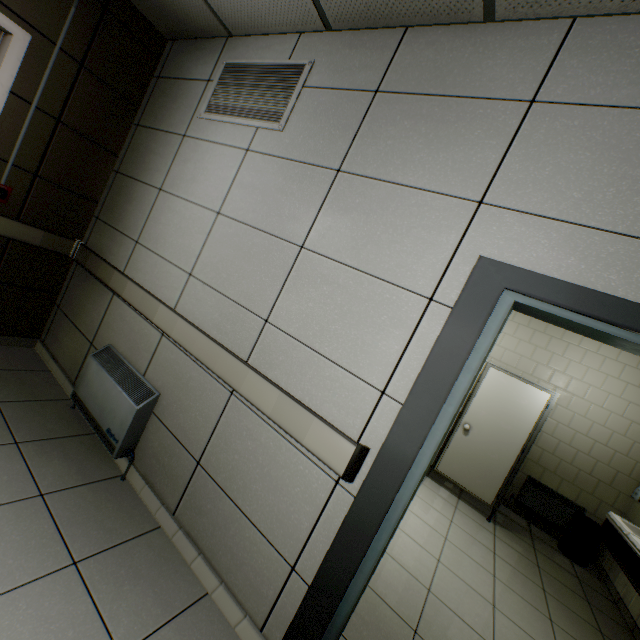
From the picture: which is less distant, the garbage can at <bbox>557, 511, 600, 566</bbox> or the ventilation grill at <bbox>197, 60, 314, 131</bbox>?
the ventilation grill at <bbox>197, 60, 314, 131</bbox>

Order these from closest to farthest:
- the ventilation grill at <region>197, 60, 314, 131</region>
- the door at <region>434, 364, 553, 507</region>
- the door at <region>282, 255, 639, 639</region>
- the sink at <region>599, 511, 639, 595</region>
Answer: the door at <region>282, 255, 639, 639</region> < the ventilation grill at <region>197, 60, 314, 131</region> < the sink at <region>599, 511, 639, 595</region> < the door at <region>434, 364, 553, 507</region>

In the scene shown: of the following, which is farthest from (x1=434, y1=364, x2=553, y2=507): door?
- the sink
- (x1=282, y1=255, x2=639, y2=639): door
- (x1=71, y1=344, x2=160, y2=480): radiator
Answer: (x1=71, y1=344, x2=160, y2=480): radiator

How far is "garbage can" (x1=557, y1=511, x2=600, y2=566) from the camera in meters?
4.3 m

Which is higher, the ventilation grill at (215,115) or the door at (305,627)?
the ventilation grill at (215,115)

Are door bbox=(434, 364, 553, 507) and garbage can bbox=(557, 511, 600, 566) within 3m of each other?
yes

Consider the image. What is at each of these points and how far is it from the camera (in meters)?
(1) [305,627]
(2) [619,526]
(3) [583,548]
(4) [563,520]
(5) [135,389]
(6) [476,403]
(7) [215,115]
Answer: (1) door, 1.47
(2) sink, 3.33
(3) garbage can, 4.36
(4) radiator, 4.79
(5) radiator, 2.26
(6) door, 4.66
(7) ventilation grill, 2.49

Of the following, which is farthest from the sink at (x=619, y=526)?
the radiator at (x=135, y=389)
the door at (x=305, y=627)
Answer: the radiator at (x=135, y=389)
